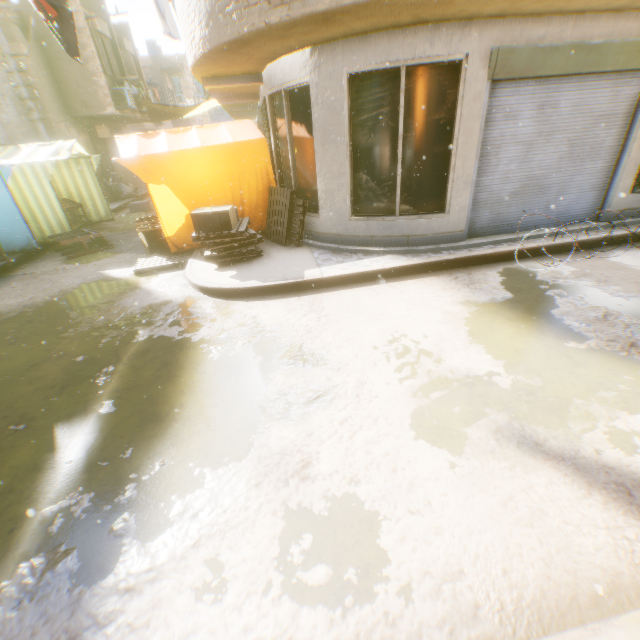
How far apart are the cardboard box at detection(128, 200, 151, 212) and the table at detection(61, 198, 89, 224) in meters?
2.2 m

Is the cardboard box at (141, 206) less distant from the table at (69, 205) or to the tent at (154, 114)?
the tent at (154, 114)

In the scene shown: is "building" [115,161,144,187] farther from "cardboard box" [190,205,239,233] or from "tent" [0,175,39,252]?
"cardboard box" [190,205,239,233]

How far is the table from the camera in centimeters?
1057cm

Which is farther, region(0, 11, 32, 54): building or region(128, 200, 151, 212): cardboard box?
region(128, 200, 151, 212): cardboard box

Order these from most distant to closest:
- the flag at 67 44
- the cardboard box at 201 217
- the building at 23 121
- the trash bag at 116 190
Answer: the trash bag at 116 190 → the building at 23 121 → the cardboard box at 201 217 → the flag at 67 44

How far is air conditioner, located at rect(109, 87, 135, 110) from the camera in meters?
15.3

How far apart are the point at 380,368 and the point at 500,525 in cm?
179
